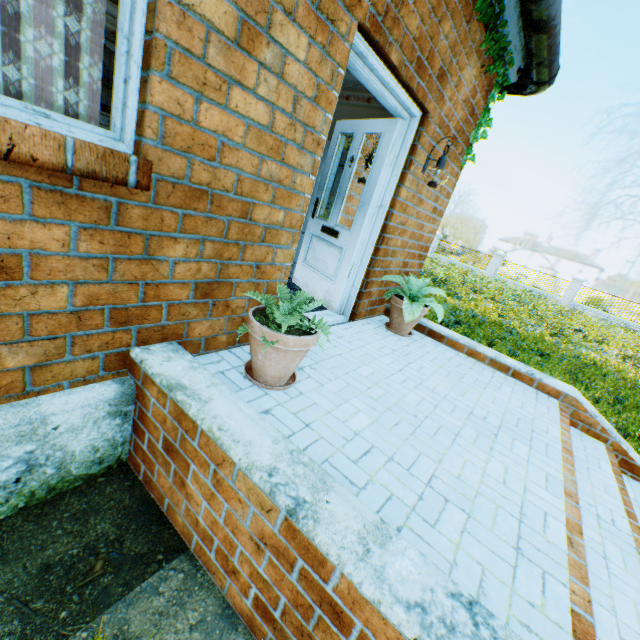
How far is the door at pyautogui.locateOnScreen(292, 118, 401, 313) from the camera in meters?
3.4

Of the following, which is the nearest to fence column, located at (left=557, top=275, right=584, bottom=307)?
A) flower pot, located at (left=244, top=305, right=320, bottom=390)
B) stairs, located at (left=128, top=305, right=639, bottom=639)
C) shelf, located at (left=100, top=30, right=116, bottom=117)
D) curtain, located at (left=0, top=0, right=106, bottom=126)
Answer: stairs, located at (left=128, top=305, right=639, bottom=639)

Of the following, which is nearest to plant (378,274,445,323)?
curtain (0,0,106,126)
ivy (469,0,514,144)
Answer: ivy (469,0,514,144)

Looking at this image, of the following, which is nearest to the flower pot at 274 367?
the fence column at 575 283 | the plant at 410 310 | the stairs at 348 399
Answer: the stairs at 348 399

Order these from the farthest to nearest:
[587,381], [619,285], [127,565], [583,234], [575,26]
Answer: [583,234]
[619,285]
[575,26]
[587,381]
[127,565]

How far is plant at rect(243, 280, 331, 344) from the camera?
1.9m

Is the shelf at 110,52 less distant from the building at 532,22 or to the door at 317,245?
the building at 532,22

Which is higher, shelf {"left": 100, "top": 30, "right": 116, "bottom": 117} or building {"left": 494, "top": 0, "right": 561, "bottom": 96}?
building {"left": 494, "top": 0, "right": 561, "bottom": 96}
